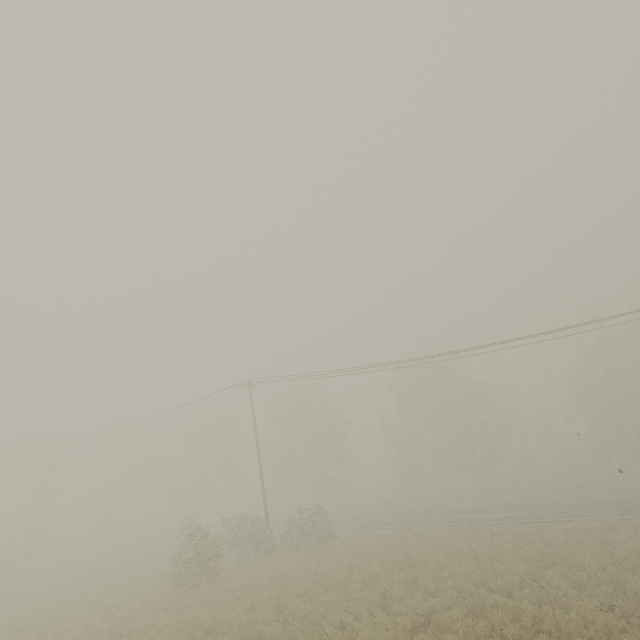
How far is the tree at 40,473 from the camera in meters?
33.3

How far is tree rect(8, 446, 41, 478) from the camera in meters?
33.3

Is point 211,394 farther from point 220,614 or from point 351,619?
point 351,619

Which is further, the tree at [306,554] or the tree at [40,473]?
the tree at [40,473]

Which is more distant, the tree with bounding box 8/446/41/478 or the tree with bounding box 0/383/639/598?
the tree with bounding box 8/446/41/478
